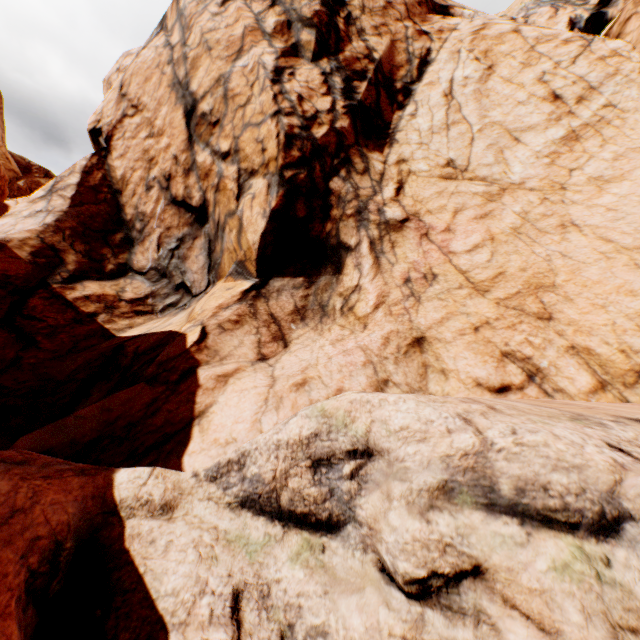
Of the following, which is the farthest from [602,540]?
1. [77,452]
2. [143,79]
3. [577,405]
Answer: [143,79]
